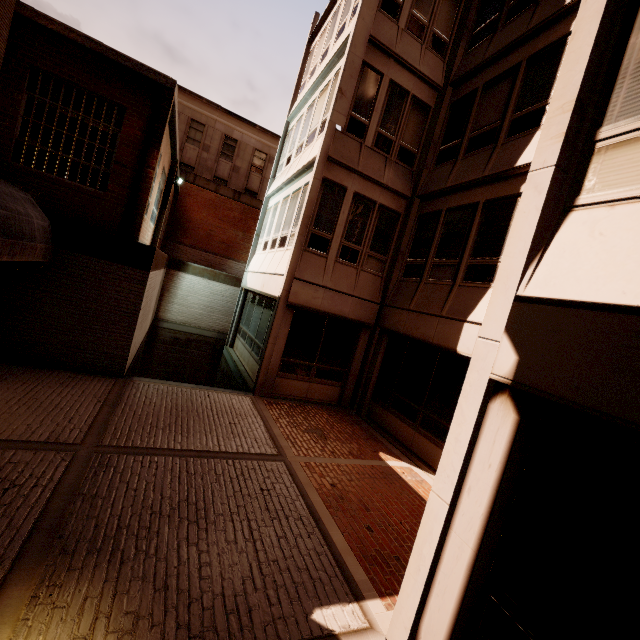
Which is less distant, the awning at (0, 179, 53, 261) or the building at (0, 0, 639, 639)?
the building at (0, 0, 639, 639)

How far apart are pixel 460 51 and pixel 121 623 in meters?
15.2 m

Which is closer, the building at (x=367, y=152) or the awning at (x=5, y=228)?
the building at (x=367, y=152)
